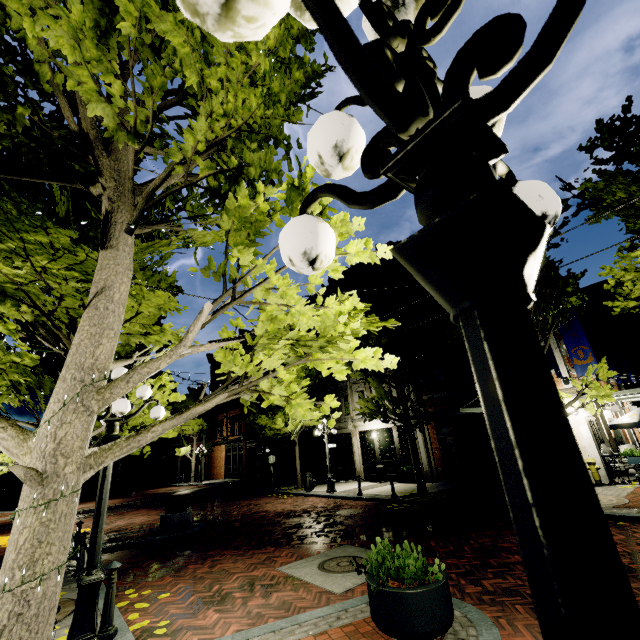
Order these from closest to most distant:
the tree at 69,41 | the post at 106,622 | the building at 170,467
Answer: the tree at 69,41, the post at 106,622, the building at 170,467

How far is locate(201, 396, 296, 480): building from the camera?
27.4 meters

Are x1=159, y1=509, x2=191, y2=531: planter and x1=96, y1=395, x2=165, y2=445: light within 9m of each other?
yes

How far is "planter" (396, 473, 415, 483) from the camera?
16.72m

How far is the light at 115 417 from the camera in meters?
4.6 m

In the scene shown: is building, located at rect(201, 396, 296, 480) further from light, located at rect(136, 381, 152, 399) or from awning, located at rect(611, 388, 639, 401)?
light, located at rect(136, 381, 152, 399)

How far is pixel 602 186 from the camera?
8.7 meters

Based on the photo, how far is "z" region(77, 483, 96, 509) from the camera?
21.8 meters
